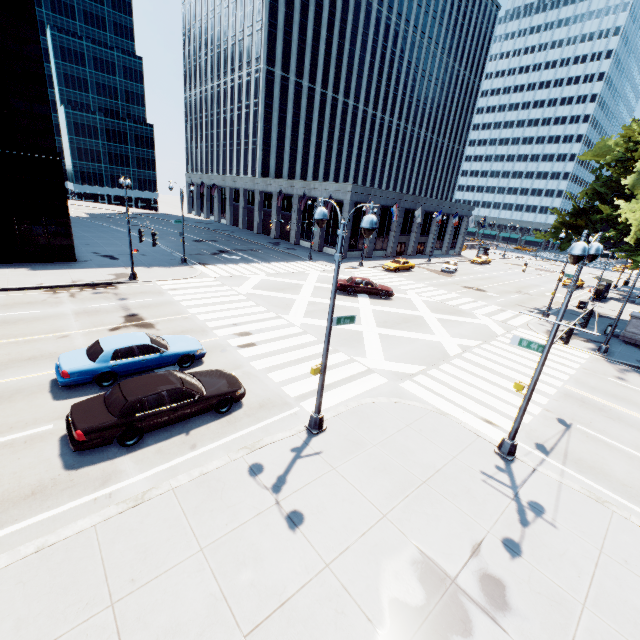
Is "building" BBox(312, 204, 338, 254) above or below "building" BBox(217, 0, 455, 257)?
below

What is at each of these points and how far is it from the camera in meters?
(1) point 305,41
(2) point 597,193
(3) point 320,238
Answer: (1) building, 55.6
(2) tree, 32.1
(3) building, 48.5

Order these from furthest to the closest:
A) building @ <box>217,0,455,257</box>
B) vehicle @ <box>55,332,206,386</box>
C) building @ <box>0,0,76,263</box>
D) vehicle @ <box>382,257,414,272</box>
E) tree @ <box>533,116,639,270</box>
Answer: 1. building @ <box>217,0,455,257</box>
2. vehicle @ <box>382,257,414,272</box>
3. tree @ <box>533,116,639,270</box>
4. building @ <box>0,0,76,263</box>
5. vehicle @ <box>55,332,206,386</box>

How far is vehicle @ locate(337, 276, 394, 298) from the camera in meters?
28.0 m

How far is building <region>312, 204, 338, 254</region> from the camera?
46.6 meters

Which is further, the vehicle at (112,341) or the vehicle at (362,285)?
the vehicle at (362,285)

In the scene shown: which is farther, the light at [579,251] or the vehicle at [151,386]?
the vehicle at [151,386]

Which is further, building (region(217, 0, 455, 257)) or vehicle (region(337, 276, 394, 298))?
building (region(217, 0, 455, 257))
